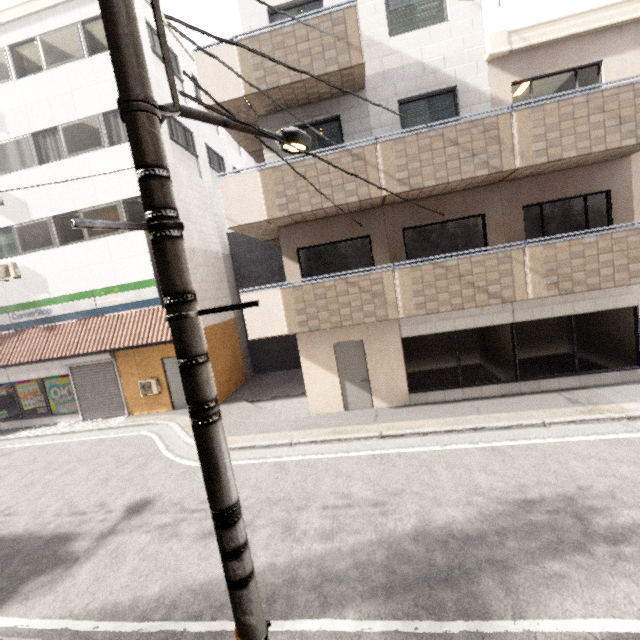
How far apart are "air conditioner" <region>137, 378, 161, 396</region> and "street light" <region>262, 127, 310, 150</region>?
11.08m

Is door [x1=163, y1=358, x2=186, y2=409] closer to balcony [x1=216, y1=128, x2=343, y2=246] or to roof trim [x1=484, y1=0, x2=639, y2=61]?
balcony [x1=216, y1=128, x2=343, y2=246]

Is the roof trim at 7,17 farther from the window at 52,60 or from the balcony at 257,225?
the balcony at 257,225

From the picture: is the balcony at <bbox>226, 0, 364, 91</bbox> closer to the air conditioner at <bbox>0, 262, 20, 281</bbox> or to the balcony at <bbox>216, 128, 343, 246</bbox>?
the balcony at <bbox>216, 128, 343, 246</bbox>

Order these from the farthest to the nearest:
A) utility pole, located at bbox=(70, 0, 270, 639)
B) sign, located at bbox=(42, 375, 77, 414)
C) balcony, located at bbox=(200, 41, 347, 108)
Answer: sign, located at bbox=(42, 375, 77, 414) < balcony, located at bbox=(200, 41, 347, 108) < utility pole, located at bbox=(70, 0, 270, 639)

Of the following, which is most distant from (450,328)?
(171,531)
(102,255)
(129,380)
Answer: (102,255)

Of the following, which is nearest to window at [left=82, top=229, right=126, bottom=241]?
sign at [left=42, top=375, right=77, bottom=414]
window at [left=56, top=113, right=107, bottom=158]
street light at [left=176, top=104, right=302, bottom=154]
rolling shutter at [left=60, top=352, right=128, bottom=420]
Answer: window at [left=56, top=113, right=107, bottom=158]

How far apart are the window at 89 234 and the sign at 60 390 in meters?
5.3 m
